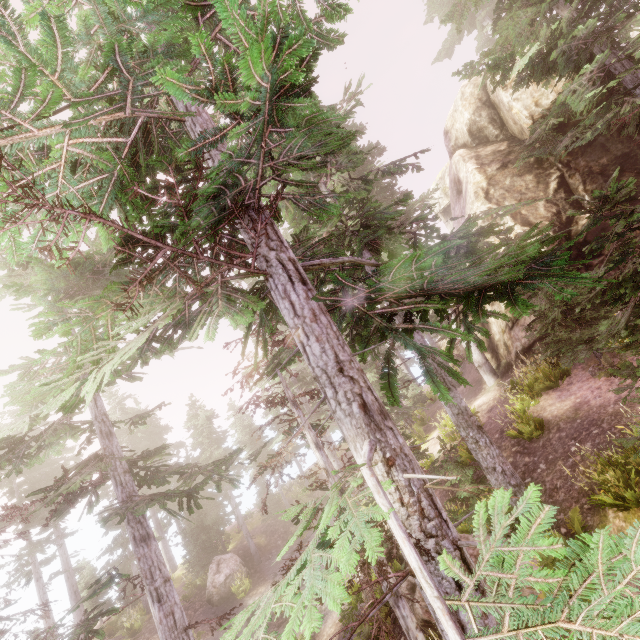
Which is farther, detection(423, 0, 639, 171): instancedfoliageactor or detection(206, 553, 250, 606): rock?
detection(206, 553, 250, 606): rock

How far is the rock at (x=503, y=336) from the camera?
14.5m

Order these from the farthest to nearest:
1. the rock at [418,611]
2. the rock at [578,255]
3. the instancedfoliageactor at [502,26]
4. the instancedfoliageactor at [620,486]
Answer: the rock at [578,255] < the instancedfoliageactor at [502,26] < the rock at [418,611] < the instancedfoliageactor at [620,486]

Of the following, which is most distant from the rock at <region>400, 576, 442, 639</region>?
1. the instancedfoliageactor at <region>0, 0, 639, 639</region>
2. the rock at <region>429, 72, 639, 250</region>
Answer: the rock at <region>429, 72, 639, 250</region>

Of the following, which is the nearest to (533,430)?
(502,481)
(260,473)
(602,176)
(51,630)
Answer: (502,481)

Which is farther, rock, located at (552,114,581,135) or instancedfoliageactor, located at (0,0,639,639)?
rock, located at (552,114,581,135)

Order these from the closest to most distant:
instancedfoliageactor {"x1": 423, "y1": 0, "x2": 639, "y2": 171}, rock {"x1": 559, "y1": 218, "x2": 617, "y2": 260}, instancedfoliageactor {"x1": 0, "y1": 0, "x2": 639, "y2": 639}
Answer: instancedfoliageactor {"x1": 0, "y1": 0, "x2": 639, "y2": 639}, instancedfoliageactor {"x1": 423, "y1": 0, "x2": 639, "y2": 171}, rock {"x1": 559, "y1": 218, "x2": 617, "y2": 260}
